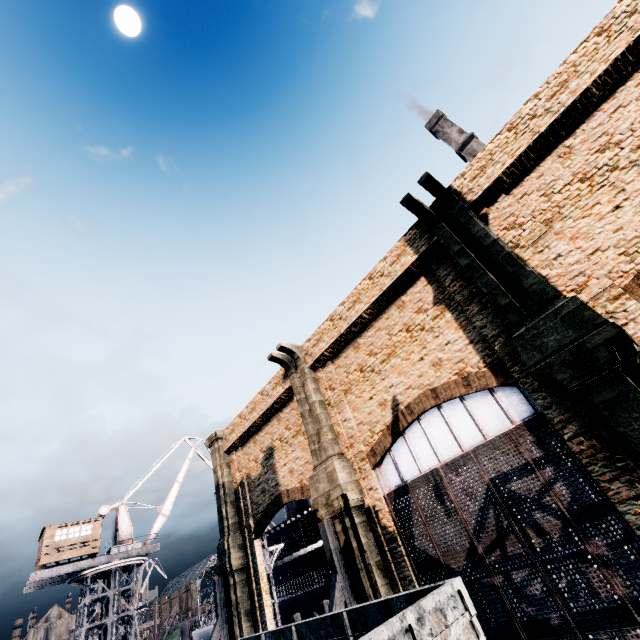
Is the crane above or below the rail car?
above

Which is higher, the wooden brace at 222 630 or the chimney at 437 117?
the chimney at 437 117

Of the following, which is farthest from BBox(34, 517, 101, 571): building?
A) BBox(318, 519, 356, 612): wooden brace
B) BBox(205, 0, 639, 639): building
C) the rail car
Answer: BBox(318, 519, 356, 612): wooden brace

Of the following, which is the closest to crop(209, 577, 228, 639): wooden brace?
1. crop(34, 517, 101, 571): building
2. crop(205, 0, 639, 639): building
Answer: crop(205, 0, 639, 639): building

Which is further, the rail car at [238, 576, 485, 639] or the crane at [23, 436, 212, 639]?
the crane at [23, 436, 212, 639]

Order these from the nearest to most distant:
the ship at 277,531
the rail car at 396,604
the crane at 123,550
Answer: the rail car at 396,604 < the ship at 277,531 < the crane at 123,550

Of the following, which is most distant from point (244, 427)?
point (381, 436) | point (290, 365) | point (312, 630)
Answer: point (312, 630)

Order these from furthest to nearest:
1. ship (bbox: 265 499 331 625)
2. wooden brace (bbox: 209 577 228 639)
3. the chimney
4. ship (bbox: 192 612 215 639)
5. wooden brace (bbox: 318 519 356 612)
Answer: the chimney
ship (bbox: 192 612 215 639)
ship (bbox: 265 499 331 625)
wooden brace (bbox: 209 577 228 639)
wooden brace (bbox: 318 519 356 612)
